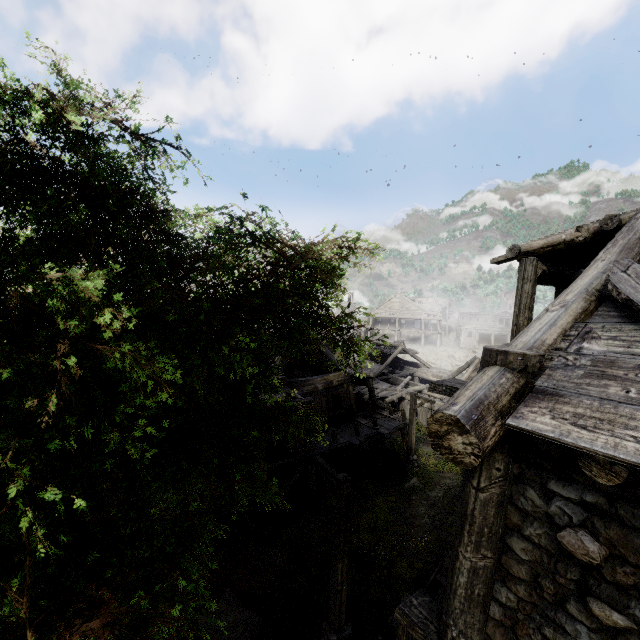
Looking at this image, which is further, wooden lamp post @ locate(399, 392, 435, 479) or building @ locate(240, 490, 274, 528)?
wooden lamp post @ locate(399, 392, 435, 479)

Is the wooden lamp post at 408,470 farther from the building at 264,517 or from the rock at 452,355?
the rock at 452,355

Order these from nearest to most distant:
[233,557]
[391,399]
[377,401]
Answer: [233,557] → [377,401] → [391,399]

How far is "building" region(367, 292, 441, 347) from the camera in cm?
5303

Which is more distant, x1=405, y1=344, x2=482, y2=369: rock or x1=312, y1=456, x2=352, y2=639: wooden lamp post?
x1=405, y1=344, x2=482, y2=369: rock

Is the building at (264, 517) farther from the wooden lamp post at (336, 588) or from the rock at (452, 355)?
the wooden lamp post at (336, 588)

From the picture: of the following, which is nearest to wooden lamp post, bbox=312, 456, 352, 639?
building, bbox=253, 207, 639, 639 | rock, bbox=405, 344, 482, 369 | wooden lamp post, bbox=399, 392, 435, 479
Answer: building, bbox=253, 207, 639, 639

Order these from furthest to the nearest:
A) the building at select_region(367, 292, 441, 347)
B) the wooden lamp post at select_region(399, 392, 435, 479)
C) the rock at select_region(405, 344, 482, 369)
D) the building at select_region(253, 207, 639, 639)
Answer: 1. the building at select_region(367, 292, 441, 347)
2. the rock at select_region(405, 344, 482, 369)
3. the wooden lamp post at select_region(399, 392, 435, 479)
4. the building at select_region(253, 207, 639, 639)
